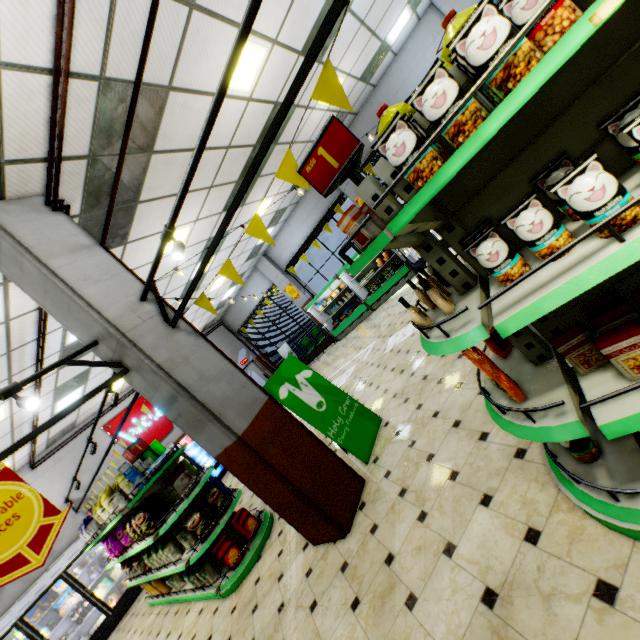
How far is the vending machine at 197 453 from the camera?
11.70m

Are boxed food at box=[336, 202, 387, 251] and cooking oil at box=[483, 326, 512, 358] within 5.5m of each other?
yes

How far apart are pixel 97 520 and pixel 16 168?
5.6m

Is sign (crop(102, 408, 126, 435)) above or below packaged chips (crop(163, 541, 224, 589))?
above

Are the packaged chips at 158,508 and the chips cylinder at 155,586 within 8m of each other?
yes

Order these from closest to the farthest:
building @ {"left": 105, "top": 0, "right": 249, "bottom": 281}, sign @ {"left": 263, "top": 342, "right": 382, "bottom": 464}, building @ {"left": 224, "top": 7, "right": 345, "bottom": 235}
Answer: building @ {"left": 105, "top": 0, "right": 249, "bottom": 281}, sign @ {"left": 263, "top": 342, "right": 382, "bottom": 464}, building @ {"left": 224, "top": 7, "right": 345, "bottom": 235}

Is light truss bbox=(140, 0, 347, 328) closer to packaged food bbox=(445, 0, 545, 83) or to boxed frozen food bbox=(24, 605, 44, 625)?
packaged food bbox=(445, 0, 545, 83)

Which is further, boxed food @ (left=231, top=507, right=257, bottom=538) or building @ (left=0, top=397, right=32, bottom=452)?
building @ (left=0, top=397, right=32, bottom=452)
